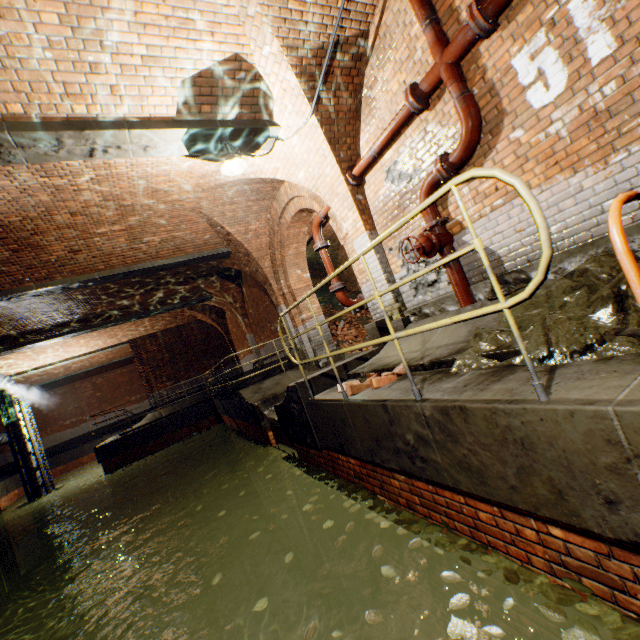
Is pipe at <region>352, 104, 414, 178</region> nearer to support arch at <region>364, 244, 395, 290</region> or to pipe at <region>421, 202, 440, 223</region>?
support arch at <region>364, 244, 395, 290</region>

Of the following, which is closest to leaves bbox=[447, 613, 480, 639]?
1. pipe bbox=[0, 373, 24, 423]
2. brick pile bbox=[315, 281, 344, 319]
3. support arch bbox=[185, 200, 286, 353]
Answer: support arch bbox=[185, 200, 286, 353]

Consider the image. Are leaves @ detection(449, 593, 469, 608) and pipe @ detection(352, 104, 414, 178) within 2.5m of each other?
no

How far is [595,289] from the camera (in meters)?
2.70

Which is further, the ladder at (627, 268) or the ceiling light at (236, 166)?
the ceiling light at (236, 166)

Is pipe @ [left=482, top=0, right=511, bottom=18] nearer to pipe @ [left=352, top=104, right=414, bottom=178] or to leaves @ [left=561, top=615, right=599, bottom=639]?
pipe @ [left=352, top=104, right=414, bottom=178]

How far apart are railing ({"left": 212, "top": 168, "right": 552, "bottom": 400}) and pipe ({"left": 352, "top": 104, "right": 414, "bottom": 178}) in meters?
2.8 m

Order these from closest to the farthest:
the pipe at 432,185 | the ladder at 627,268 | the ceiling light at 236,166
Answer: the ladder at 627,268, the pipe at 432,185, the ceiling light at 236,166
